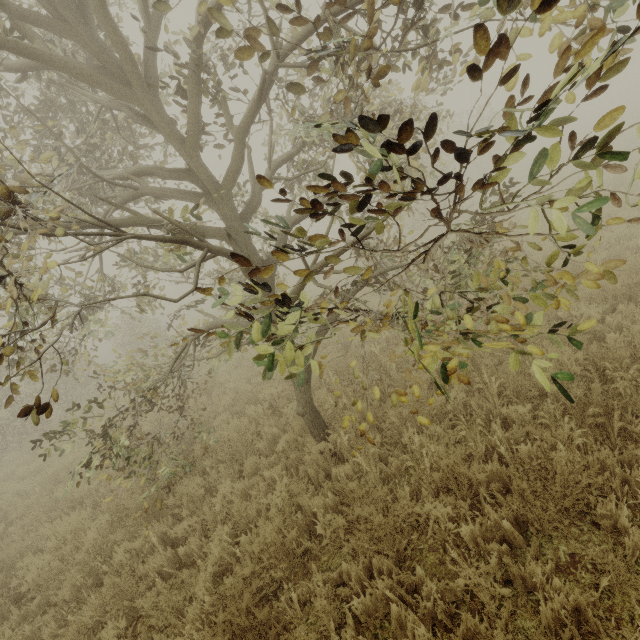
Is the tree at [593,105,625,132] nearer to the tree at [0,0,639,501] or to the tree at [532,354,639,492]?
the tree at [0,0,639,501]

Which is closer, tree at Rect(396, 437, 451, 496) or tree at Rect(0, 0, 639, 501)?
tree at Rect(0, 0, 639, 501)

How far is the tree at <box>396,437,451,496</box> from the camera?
3.6 meters

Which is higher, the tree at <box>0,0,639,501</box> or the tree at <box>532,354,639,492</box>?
the tree at <box>0,0,639,501</box>

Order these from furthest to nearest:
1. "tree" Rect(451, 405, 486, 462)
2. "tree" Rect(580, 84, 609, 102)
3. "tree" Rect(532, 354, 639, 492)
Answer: "tree" Rect(451, 405, 486, 462) < "tree" Rect(532, 354, 639, 492) < "tree" Rect(580, 84, 609, 102)

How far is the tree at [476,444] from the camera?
3.9m

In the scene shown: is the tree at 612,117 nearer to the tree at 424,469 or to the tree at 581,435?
the tree at 424,469

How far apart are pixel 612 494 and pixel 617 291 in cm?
408
